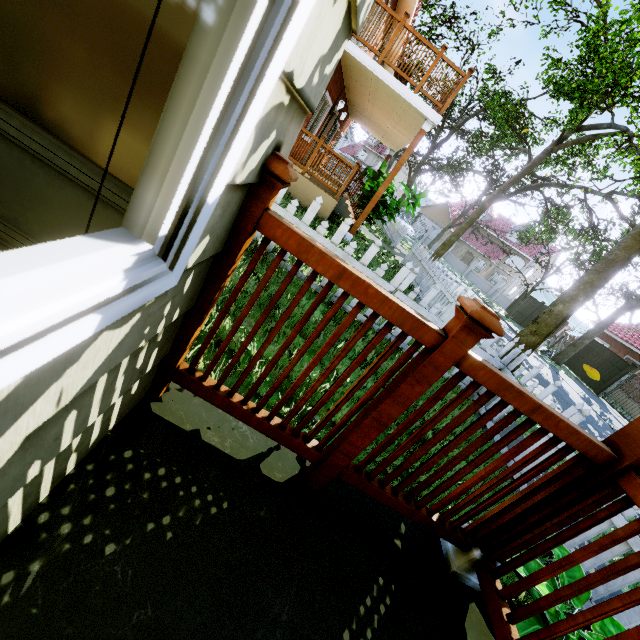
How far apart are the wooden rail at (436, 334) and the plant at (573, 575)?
1.1m

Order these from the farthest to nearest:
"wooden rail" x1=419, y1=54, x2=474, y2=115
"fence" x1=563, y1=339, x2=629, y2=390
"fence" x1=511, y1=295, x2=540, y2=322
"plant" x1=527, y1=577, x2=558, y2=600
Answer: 1. "fence" x1=511, y1=295, x2=540, y2=322
2. "fence" x1=563, y1=339, x2=629, y2=390
3. "wooden rail" x1=419, y1=54, x2=474, y2=115
4. "plant" x1=527, y1=577, x2=558, y2=600

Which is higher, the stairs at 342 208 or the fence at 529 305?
the fence at 529 305

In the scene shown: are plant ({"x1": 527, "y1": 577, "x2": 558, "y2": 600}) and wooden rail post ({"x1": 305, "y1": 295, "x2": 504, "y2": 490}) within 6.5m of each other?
yes

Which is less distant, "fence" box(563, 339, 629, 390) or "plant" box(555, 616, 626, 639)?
"plant" box(555, 616, 626, 639)

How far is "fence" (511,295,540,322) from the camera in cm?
2791

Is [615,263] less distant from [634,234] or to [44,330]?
[634,234]

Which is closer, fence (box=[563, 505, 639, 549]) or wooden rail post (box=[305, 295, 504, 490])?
wooden rail post (box=[305, 295, 504, 490])
